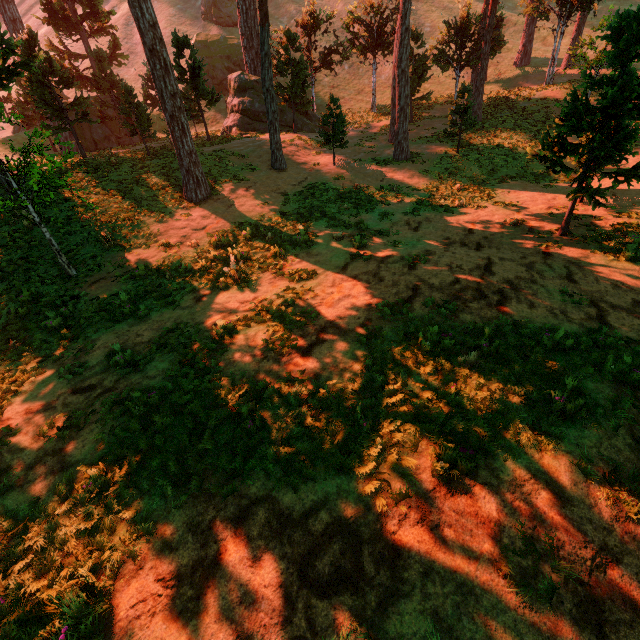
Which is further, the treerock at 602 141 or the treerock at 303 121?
the treerock at 303 121

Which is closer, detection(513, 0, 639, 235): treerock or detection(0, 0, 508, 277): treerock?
detection(513, 0, 639, 235): treerock

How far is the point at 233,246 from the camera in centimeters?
1251cm
